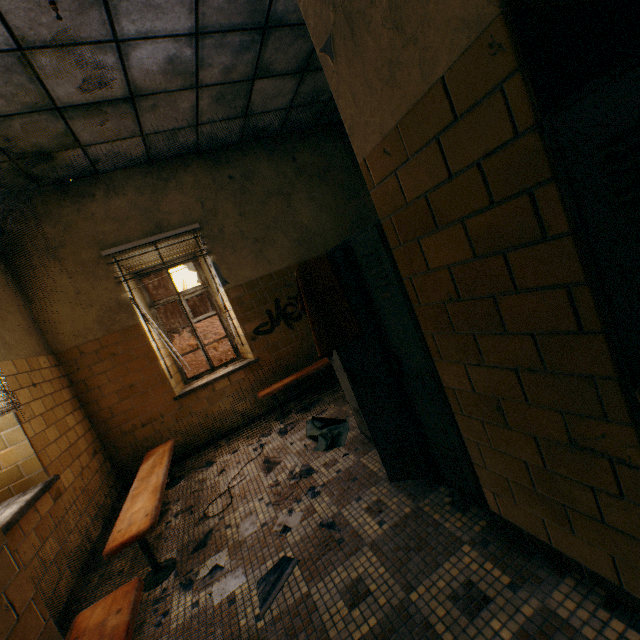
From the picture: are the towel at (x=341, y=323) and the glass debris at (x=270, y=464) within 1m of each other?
no

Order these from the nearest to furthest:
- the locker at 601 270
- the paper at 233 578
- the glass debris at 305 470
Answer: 1. the locker at 601 270
2. the paper at 233 578
3. the glass debris at 305 470

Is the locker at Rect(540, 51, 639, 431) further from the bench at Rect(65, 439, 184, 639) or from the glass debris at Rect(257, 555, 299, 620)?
the bench at Rect(65, 439, 184, 639)

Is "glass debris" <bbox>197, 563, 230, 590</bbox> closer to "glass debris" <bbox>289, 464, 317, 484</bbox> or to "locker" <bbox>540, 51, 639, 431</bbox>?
"glass debris" <bbox>289, 464, 317, 484</bbox>

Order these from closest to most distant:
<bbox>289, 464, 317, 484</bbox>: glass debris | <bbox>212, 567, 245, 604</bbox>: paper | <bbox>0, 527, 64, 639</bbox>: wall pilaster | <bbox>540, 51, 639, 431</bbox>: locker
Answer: <bbox>540, 51, 639, 431</bbox>: locker < <bbox>0, 527, 64, 639</bbox>: wall pilaster < <bbox>212, 567, 245, 604</bbox>: paper < <bbox>289, 464, 317, 484</bbox>: glass debris

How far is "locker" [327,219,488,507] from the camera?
1.69m

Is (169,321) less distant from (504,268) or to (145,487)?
(145,487)

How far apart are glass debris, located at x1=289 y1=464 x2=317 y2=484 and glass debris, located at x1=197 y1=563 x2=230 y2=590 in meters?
0.6 m
